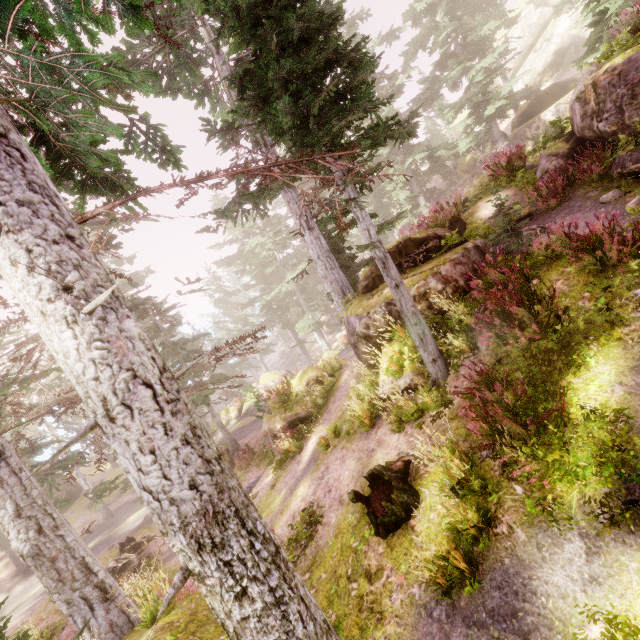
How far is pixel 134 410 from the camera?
Answer: 2.6 meters

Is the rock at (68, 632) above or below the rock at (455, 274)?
below

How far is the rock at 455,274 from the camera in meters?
8.2 m

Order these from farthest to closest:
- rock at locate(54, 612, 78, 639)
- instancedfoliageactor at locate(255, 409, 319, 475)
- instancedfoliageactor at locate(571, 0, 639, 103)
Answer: instancedfoliageactor at locate(255, 409, 319, 475) → rock at locate(54, 612, 78, 639) → instancedfoliageactor at locate(571, 0, 639, 103)

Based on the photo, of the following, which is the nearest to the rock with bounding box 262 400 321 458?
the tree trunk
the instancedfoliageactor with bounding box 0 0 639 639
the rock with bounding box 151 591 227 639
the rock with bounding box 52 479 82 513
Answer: the instancedfoliageactor with bounding box 0 0 639 639

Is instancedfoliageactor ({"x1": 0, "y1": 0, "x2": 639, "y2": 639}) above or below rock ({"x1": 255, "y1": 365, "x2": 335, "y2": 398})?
above

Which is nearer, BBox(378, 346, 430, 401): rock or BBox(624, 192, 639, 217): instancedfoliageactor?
BBox(624, 192, 639, 217): instancedfoliageactor

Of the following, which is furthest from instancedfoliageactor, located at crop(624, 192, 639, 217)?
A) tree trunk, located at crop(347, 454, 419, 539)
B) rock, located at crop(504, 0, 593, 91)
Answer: tree trunk, located at crop(347, 454, 419, 539)
